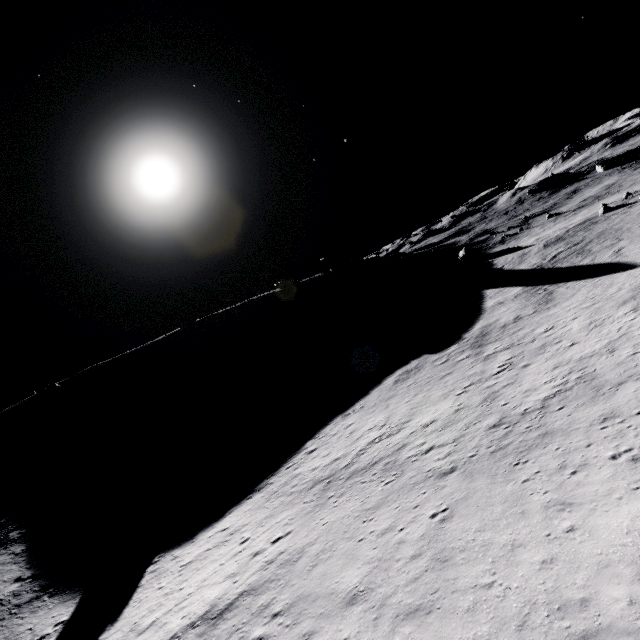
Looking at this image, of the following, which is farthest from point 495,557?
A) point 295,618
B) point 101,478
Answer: point 101,478
